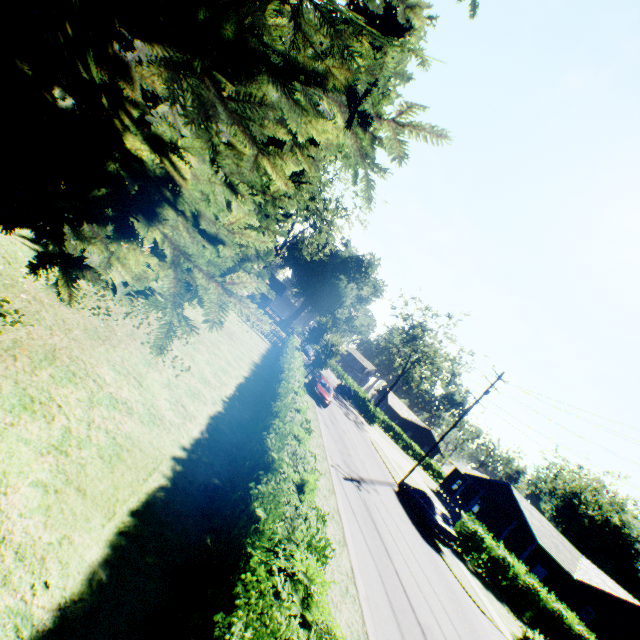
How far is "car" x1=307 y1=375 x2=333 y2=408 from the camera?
25.12m

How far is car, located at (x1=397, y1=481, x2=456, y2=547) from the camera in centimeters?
1798cm

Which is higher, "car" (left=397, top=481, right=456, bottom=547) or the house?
the house

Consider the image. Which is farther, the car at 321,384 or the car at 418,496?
the car at 321,384

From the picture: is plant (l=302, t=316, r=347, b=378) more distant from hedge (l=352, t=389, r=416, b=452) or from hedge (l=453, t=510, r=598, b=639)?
hedge (l=453, t=510, r=598, b=639)

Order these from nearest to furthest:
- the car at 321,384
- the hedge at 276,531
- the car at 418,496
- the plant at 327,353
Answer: the hedge at 276,531
the car at 418,496
the car at 321,384
the plant at 327,353

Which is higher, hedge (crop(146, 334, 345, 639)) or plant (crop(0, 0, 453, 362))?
plant (crop(0, 0, 453, 362))

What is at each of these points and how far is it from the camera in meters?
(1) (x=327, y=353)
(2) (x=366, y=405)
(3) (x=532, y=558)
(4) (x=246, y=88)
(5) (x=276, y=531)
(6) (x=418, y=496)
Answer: (1) plant, 28.2 m
(2) hedge, 53.0 m
(3) house, 30.1 m
(4) plant, 3.5 m
(5) hedge, 3.7 m
(6) car, 20.2 m
